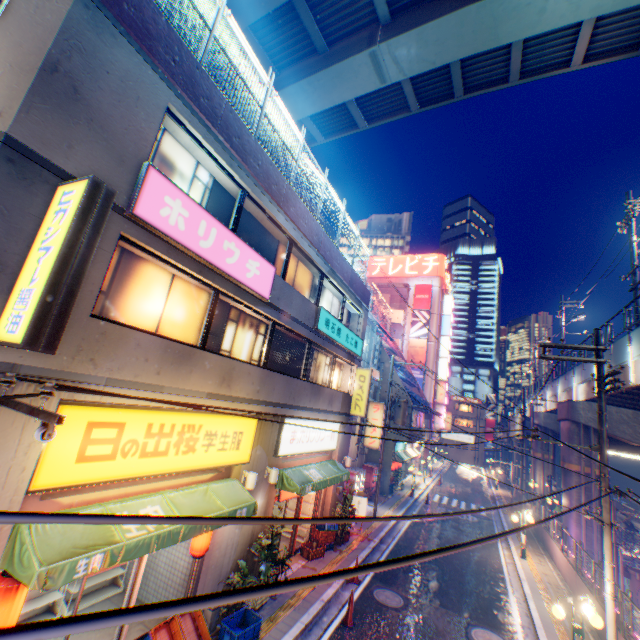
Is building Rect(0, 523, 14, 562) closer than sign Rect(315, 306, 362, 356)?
Yes

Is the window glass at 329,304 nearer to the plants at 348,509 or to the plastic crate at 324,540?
the plants at 348,509

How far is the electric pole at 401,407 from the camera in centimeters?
2014cm

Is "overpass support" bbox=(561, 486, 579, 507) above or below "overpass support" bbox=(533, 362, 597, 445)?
below

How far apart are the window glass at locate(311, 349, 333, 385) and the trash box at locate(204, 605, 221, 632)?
7.45m

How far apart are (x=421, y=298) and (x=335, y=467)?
40.4m

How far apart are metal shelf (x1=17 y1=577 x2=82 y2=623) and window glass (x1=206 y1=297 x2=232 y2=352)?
5.23m

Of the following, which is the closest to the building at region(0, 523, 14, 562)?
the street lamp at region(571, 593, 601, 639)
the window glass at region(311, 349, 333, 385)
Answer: the window glass at region(311, 349, 333, 385)
